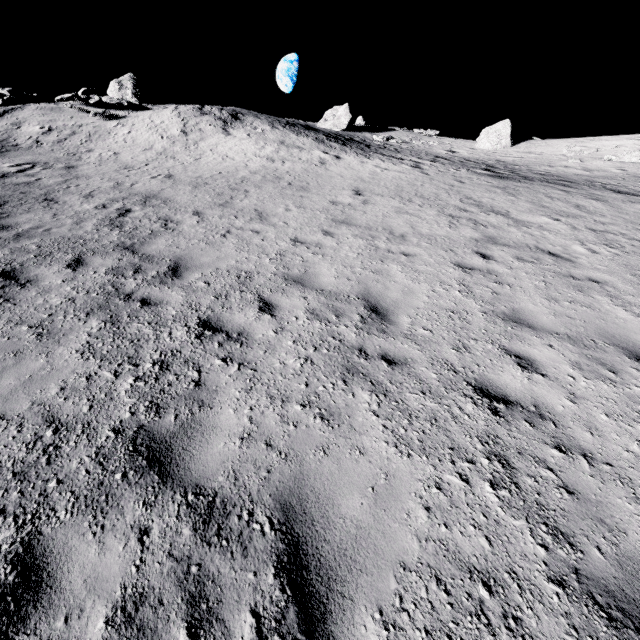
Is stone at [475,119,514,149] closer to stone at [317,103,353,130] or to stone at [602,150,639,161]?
stone at [602,150,639,161]

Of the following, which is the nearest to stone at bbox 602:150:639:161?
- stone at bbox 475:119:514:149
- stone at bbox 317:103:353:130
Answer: stone at bbox 475:119:514:149

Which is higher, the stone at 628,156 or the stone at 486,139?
the stone at 486,139

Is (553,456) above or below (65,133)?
below

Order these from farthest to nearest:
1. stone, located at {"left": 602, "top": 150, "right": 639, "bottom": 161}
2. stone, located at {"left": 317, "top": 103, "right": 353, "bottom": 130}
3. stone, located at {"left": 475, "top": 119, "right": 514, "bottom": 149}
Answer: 1. stone, located at {"left": 317, "top": 103, "right": 353, "bottom": 130}
2. stone, located at {"left": 475, "top": 119, "right": 514, "bottom": 149}
3. stone, located at {"left": 602, "top": 150, "right": 639, "bottom": 161}

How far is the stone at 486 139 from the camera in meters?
29.1

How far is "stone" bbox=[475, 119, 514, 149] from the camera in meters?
29.1
